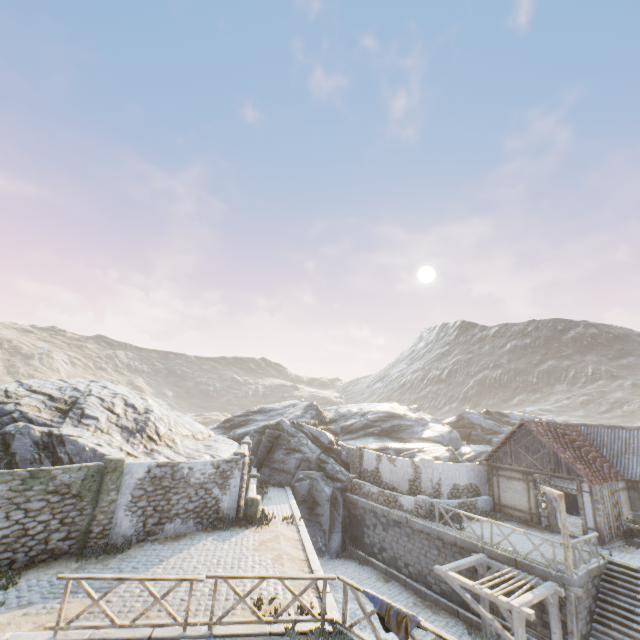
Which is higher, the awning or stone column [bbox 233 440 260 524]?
stone column [bbox 233 440 260 524]

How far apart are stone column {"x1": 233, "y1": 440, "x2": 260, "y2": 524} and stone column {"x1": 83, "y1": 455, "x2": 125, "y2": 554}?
5.12m

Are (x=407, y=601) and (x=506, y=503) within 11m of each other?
yes

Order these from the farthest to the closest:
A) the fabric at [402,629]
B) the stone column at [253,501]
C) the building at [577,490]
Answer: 1. the building at [577,490]
2. the stone column at [253,501]
3. the fabric at [402,629]

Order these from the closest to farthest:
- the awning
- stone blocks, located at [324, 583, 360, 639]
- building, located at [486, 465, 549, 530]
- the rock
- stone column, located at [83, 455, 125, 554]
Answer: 1. stone blocks, located at [324, 583, 360, 639]
2. the awning
3. stone column, located at [83, 455, 125, 554]
4. the rock
5. building, located at [486, 465, 549, 530]

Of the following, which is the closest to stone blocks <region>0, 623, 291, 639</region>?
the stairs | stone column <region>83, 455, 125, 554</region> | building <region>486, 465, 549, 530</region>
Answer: the stairs

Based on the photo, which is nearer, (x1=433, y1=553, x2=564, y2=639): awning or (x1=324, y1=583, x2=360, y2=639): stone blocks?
(x1=324, y1=583, x2=360, y2=639): stone blocks

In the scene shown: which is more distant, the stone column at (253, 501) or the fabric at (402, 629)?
the stone column at (253, 501)
